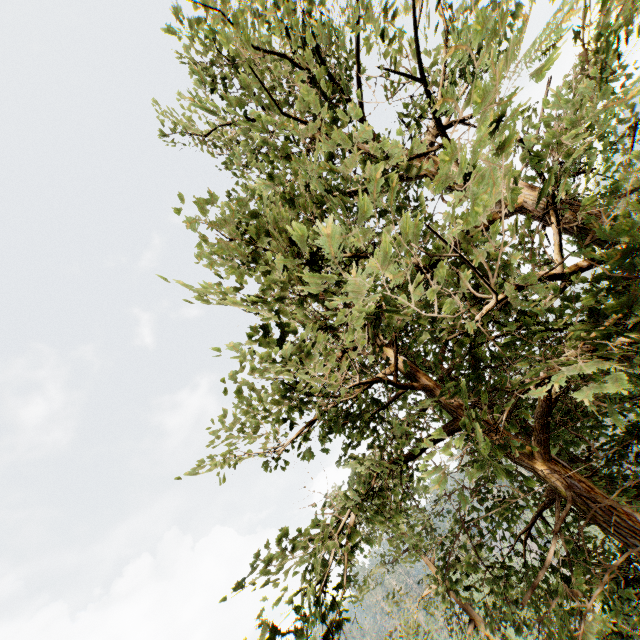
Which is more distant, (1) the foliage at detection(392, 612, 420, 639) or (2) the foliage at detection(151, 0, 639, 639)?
(1) the foliage at detection(392, 612, 420, 639)

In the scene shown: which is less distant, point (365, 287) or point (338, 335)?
point (365, 287)

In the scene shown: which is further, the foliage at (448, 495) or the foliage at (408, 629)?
the foliage at (408, 629)
